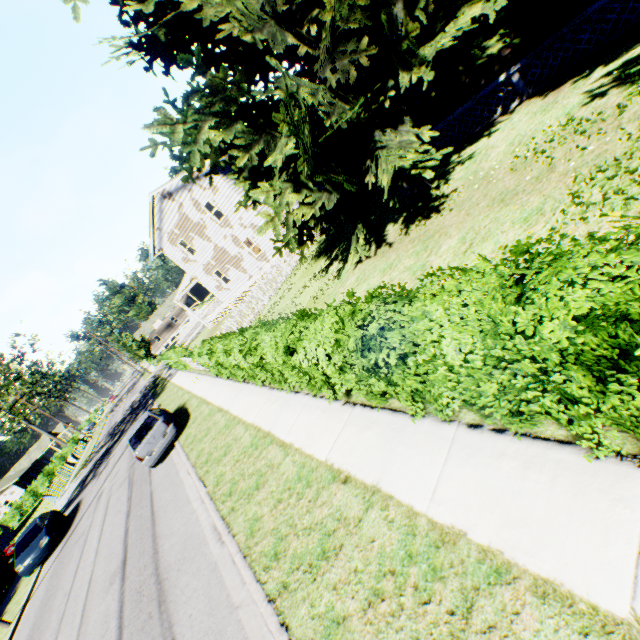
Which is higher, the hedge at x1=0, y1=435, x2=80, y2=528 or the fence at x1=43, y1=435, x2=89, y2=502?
the hedge at x1=0, y1=435, x2=80, y2=528

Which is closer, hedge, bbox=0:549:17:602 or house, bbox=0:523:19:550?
hedge, bbox=0:549:17:602

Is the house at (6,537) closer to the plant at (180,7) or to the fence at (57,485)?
the fence at (57,485)

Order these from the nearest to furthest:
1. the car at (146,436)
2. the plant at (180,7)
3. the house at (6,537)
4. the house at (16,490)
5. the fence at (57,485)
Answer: the plant at (180,7)
the car at (146,436)
the fence at (57,485)
the house at (6,537)
the house at (16,490)

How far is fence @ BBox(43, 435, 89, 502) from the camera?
31.3m

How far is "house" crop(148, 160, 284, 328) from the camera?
21.59m

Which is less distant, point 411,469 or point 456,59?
point 411,469

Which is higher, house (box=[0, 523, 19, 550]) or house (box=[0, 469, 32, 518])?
house (box=[0, 469, 32, 518])
